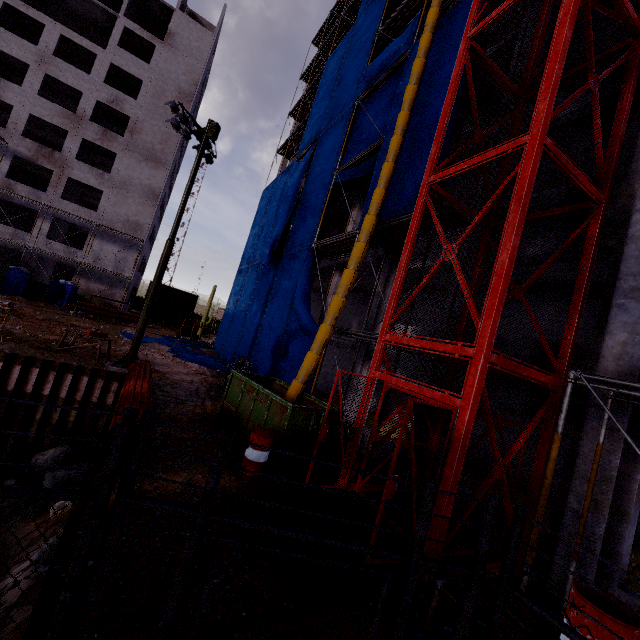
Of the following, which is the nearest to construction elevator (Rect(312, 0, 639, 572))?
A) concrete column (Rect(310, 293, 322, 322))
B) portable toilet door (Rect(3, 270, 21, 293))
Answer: concrete column (Rect(310, 293, 322, 322))

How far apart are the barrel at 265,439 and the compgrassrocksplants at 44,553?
3.4m

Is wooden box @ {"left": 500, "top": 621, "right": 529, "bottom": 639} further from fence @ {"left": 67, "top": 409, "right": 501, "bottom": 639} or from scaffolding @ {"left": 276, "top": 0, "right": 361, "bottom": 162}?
scaffolding @ {"left": 276, "top": 0, "right": 361, "bottom": 162}

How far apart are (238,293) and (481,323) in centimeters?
2368cm

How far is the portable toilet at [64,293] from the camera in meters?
28.0

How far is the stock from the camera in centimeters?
2735cm

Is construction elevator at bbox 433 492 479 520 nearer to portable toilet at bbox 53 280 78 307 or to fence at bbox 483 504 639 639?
fence at bbox 483 504 639 639

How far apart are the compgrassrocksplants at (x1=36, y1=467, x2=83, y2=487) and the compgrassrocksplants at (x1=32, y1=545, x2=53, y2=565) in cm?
523
